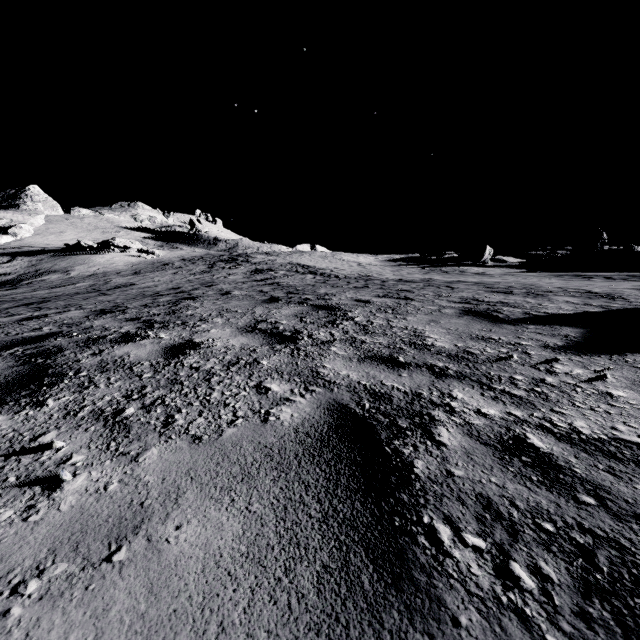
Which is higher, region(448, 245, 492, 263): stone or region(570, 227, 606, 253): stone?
region(570, 227, 606, 253): stone

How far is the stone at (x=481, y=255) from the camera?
40.4m

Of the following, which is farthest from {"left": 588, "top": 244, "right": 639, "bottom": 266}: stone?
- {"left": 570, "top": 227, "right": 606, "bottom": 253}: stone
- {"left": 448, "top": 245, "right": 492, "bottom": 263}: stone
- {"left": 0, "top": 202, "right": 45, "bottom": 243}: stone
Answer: {"left": 0, "top": 202, "right": 45, "bottom": 243}: stone

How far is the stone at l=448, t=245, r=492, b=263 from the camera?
40.4 meters

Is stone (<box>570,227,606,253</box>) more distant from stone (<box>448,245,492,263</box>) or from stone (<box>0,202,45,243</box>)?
stone (<box>0,202,45,243</box>)

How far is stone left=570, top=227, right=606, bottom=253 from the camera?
40.8m

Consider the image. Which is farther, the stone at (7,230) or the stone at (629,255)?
the stone at (7,230)

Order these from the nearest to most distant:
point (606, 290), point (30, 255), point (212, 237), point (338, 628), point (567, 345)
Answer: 1. point (338, 628)
2. point (567, 345)
3. point (606, 290)
4. point (30, 255)
5. point (212, 237)
